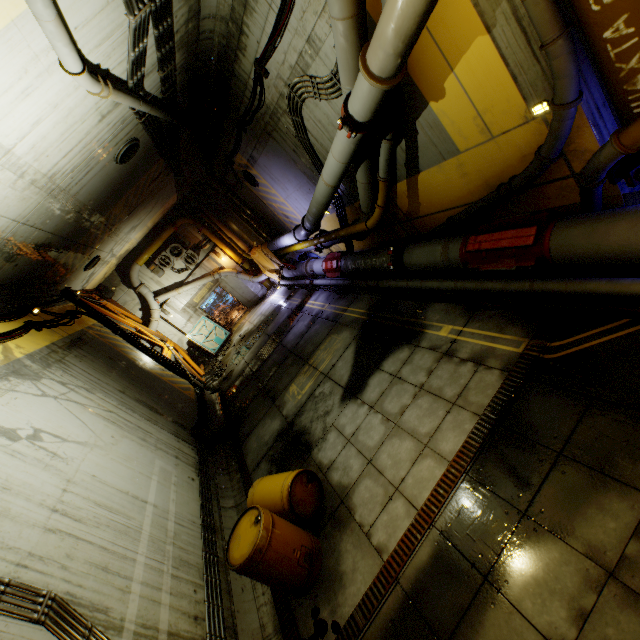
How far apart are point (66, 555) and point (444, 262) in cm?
734

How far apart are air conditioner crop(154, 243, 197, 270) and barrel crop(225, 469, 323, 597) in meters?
15.1

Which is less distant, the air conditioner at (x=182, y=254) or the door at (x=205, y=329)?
the air conditioner at (x=182, y=254)

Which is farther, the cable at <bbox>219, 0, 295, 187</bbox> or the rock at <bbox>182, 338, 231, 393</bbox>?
the rock at <bbox>182, 338, 231, 393</bbox>

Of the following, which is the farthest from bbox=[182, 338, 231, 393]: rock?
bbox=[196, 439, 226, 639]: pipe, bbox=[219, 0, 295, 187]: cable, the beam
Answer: bbox=[219, 0, 295, 187]: cable

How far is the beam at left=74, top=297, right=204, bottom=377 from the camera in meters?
Result: 13.5 m

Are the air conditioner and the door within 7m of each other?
yes

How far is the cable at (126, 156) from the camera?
7.9 meters
